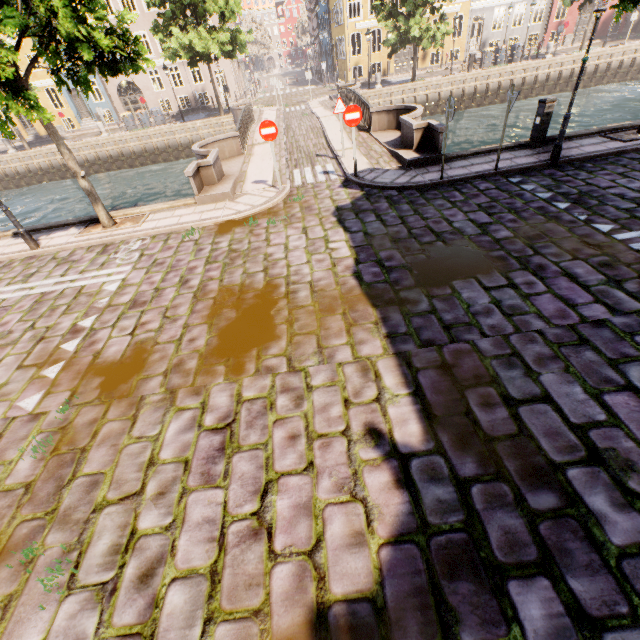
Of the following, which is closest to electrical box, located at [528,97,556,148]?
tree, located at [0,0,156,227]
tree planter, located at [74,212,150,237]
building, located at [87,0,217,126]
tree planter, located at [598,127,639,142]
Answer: tree planter, located at [598,127,639,142]

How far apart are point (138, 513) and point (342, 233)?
6.4 meters

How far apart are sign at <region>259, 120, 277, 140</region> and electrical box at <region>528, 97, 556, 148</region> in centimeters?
773cm

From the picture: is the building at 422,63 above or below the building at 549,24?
below

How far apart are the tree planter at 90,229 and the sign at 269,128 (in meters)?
4.27

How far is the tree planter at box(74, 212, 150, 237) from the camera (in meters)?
9.52

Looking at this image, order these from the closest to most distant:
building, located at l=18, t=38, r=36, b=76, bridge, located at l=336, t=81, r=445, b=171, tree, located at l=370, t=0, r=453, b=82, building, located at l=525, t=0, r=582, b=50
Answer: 1. bridge, located at l=336, t=81, r=445, b=171
2. tree, located at l=370, t=0, r=453, b=82
3. building, located at l=18, t=38, r=36, b=76
4. building, located at l=525, t=0, r=582, b=50

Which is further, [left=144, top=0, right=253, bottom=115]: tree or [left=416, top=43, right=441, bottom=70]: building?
[left=416, top=43, right=441, bottom=70]: building
